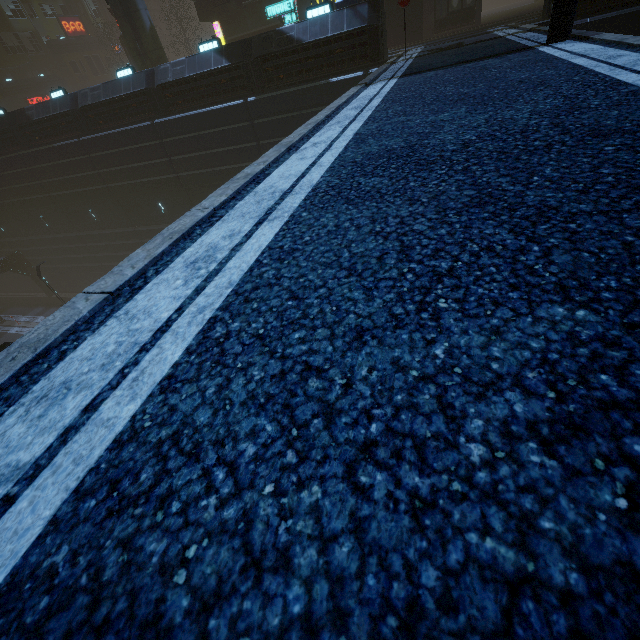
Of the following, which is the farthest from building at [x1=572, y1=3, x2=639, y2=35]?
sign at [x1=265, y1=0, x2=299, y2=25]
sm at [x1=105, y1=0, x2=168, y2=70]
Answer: sm at [x1=105, y1=0, x2=168, y2=70]

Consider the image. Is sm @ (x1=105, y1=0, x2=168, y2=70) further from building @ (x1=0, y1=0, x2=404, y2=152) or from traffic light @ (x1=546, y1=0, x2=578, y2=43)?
traffic light @ (x1=546, y1=0, x2=578, y2=43)

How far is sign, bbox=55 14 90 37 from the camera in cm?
3994

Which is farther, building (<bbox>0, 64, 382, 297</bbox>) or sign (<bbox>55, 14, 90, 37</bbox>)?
sign (<bbox>55, 14, 90, 37</bbox>)

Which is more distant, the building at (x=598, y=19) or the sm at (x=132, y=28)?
the sm at (x=132, y=28)

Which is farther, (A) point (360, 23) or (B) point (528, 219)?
(A) point (360, 23)

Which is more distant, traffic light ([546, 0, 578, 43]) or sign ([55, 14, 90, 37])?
sign ([55, 14, 90, 37])

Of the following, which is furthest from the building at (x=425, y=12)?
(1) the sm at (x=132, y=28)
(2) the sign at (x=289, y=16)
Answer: (1) the sm at (x=132, y=28)
